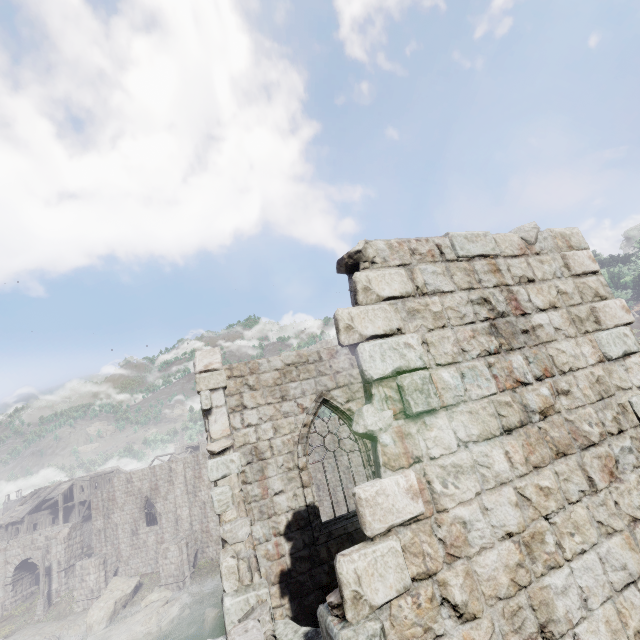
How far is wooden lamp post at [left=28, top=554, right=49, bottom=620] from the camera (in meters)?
29.59

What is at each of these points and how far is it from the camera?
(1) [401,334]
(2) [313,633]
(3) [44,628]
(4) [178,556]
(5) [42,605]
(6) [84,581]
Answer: (1) building, 3.4m
(2) column, 3.7m
(3) rock, 27.6m
(4) stone arch, 28.5m
(5) wooden lamp post, 29.8m
(6) stone arch, 29.9m

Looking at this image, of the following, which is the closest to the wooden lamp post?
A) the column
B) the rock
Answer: the rock

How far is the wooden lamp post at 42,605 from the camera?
29.59m

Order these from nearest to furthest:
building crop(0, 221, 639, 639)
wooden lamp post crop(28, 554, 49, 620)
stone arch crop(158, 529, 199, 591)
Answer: building crop(0, 221, 639, 639) < stone arch crop(158, 529, 199, 591) < wooden lamp post crop(28, 554, 49, 620)

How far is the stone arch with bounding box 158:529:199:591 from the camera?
28.1 meters

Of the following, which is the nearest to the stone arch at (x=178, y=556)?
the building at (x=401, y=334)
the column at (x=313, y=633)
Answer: the building at (x=401, y=334)

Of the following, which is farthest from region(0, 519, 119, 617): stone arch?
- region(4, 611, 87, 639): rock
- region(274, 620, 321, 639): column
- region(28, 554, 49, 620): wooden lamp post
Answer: region(274, 620, 321, 639): column
